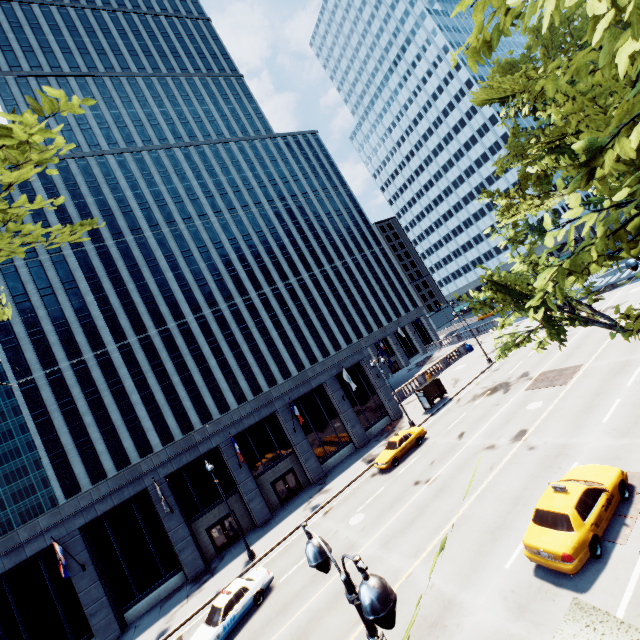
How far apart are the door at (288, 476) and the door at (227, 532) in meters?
3.5 m

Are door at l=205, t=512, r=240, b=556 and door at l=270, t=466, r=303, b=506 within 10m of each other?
yes

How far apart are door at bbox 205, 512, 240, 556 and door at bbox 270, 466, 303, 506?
3.47m

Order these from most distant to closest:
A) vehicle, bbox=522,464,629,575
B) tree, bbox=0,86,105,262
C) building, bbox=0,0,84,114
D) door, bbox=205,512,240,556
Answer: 1. building, bbox=0,0,84,114
2. door, bbox=205,512,240,556
3. vehicle, bbox=522,464,629,575
4. tree, bbox=0,86,105,262

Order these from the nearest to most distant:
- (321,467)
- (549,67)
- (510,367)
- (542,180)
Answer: (549,67), (542,180), (321,467), (510,367)

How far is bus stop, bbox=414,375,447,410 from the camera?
33.3 meters

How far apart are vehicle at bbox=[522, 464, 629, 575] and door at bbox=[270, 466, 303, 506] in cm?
2208

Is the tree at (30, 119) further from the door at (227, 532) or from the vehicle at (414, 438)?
the door at (227, 532)
